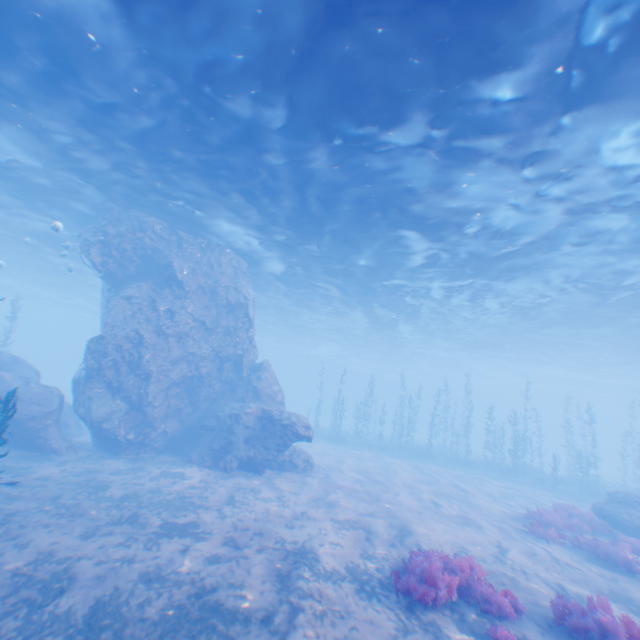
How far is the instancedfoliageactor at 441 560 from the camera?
6.77m

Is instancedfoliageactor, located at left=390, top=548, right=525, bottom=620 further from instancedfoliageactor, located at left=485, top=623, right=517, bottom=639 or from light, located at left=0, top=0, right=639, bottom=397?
light, located at left=0, top=0, right=639, bottom=397

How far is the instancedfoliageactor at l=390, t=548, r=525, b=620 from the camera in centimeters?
677cm

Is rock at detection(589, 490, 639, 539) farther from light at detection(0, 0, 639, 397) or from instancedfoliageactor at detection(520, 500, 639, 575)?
light at detection(0, 0, 639, 397)

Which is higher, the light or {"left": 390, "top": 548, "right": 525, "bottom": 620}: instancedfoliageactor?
the light

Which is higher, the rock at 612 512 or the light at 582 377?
the light at 582 377

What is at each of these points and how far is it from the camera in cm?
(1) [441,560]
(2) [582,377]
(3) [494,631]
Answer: (1) instancedfoliageactor, 796
(2) light, 4800
(3) instancedfoliageactor, 609

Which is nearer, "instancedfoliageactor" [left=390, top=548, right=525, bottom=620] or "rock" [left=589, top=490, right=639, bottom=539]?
"instancedfoliageactor" [left=390, top=548, right=525, bottom=620]
